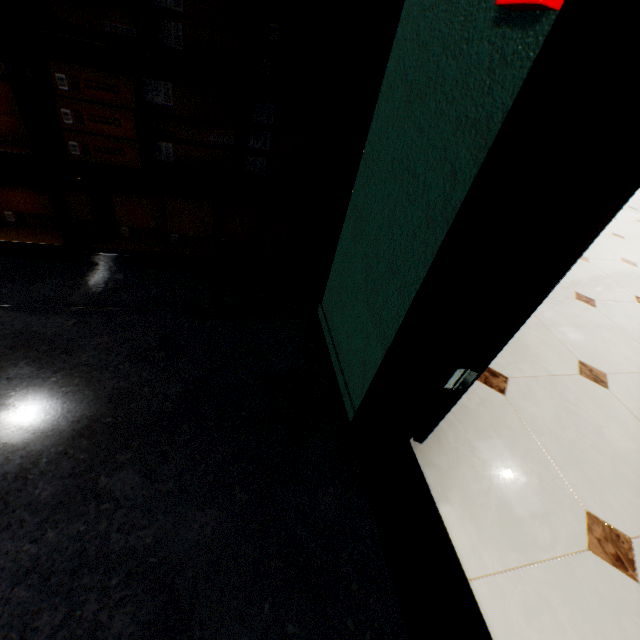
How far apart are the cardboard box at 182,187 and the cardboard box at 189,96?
0.1 meters

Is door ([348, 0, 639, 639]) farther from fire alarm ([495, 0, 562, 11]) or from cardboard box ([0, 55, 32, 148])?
cardboard box ([0, 55, 32, 148])

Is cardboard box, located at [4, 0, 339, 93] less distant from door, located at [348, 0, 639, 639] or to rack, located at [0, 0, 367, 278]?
rack, located at [0, 0, 367, 278]

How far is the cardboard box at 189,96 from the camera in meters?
1.2

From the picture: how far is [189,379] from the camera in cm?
131

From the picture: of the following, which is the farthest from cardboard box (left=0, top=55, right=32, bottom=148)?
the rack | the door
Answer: the door

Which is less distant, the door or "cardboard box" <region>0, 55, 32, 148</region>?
the door
